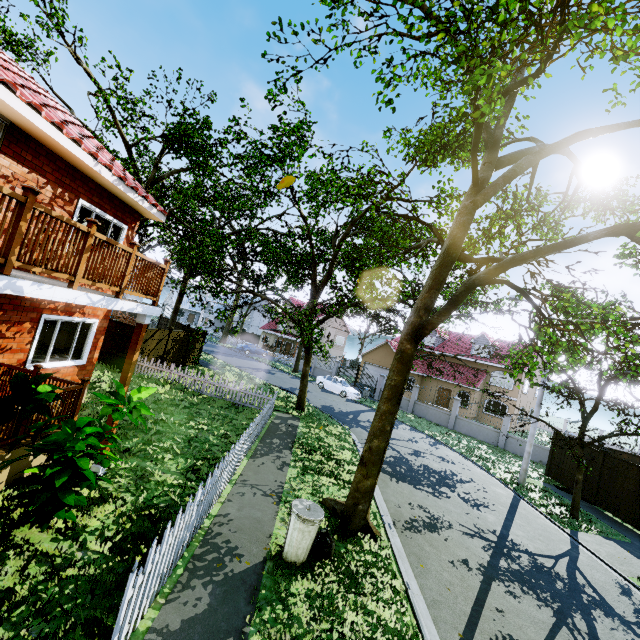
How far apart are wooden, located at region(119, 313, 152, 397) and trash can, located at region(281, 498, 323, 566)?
4.11m

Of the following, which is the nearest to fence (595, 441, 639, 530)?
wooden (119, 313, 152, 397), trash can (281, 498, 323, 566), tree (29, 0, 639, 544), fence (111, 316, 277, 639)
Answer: tree (29, 0, 639, 544)

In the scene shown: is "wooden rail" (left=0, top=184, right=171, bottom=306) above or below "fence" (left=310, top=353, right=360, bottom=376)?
above

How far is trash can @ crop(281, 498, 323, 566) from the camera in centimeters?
586cm

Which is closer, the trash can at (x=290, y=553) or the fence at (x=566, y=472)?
the trash can at (x=290, y=553)

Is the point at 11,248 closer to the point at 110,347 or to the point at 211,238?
the point at 110,347

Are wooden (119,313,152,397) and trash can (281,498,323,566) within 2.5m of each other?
no

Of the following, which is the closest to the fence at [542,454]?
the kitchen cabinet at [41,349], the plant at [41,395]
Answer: the plant at [41,395]
